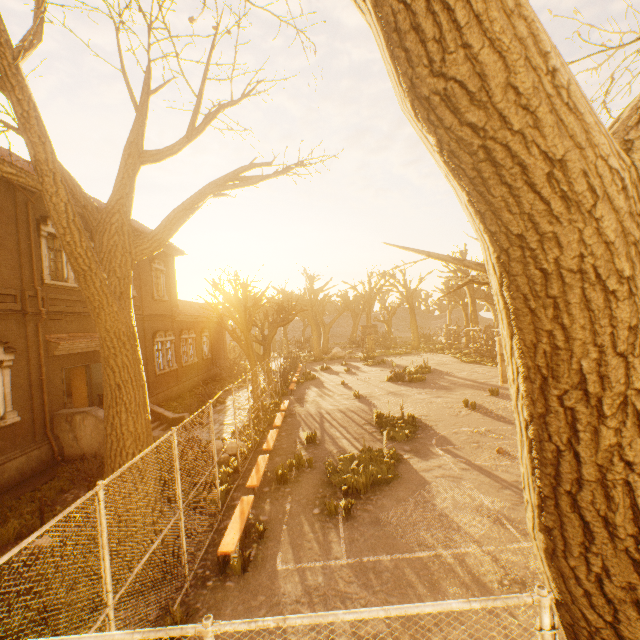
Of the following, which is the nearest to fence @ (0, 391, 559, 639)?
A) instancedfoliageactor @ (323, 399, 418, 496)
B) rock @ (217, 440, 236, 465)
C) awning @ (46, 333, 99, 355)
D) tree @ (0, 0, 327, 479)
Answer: tree @ (0, 0, 327, 479)

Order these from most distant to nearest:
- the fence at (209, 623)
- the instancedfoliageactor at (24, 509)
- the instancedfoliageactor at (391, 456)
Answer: the instancedfoliageactor at (391, 456) < the instancedfoliageactor at (24, 509) < the fence at (209, 623)

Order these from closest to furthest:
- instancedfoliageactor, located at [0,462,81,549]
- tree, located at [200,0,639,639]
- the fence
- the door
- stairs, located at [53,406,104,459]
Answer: tree, located at [200,0,639,639], the fence, instancedfoliageactor, located at [0,462,81,549], stairs, located at [53,406,104,459], the door

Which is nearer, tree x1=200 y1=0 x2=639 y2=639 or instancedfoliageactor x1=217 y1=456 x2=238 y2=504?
tree x1=200 y1=0 x2=639 y2=639

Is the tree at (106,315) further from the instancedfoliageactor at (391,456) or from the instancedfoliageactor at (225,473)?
the instancedfoliageactor at (391,456)

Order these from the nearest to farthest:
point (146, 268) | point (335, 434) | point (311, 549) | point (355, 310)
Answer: point (311, 549), point (335, 434), point (146, 268), point (355, 310)

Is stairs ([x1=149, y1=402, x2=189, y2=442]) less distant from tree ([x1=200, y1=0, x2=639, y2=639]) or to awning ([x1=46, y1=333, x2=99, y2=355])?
awning ([x1=46, y1=333, x2=99, y2=355])

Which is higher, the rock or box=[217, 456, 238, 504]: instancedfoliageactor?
the rock
